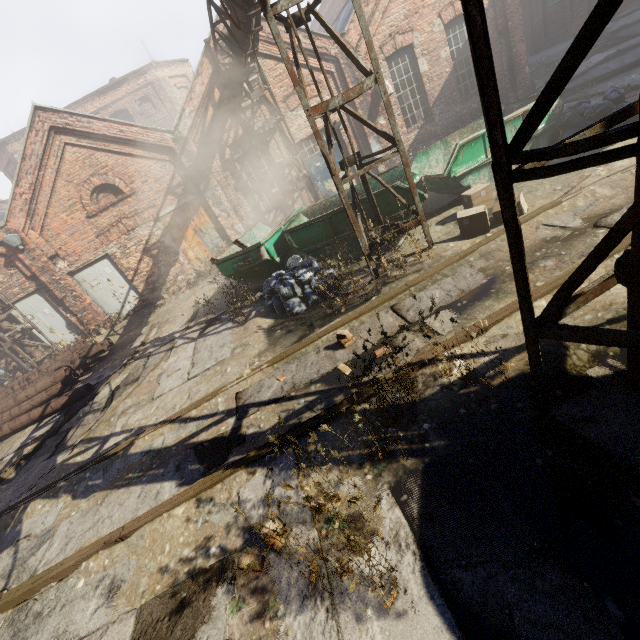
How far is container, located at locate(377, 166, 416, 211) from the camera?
6.93m

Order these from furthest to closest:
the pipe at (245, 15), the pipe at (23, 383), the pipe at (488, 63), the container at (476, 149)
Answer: the pipe at (23, 383)
the container at (476, 149)
the pipe at (245, 15)
the pipe at (488, 63)

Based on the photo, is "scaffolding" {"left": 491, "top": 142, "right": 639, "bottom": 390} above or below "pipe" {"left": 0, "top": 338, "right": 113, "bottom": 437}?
above

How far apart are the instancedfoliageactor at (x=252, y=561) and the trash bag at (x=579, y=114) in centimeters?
959cm

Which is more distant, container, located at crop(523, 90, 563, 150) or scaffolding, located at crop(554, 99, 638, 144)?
container, located at crop(523, 90, 563, 150)

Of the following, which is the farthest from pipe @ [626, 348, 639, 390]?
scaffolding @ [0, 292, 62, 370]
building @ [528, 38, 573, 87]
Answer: building @ [528, 38, 573, 87]

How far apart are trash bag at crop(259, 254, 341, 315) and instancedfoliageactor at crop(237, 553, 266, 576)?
4.31m

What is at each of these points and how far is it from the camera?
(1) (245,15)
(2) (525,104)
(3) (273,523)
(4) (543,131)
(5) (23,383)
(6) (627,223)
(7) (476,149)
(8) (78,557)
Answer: (1) pipe, 7.2 meters
(2) container, 8.5 meters
(3) instancedfoliageactor, 2.9 meters
(4) container, 7.8 meters
(5) pipe, 10.2 meters
(6) scaffolding, 1.9 meters
(7) container, 7.5 meters
(8) track, 3.8 meters
